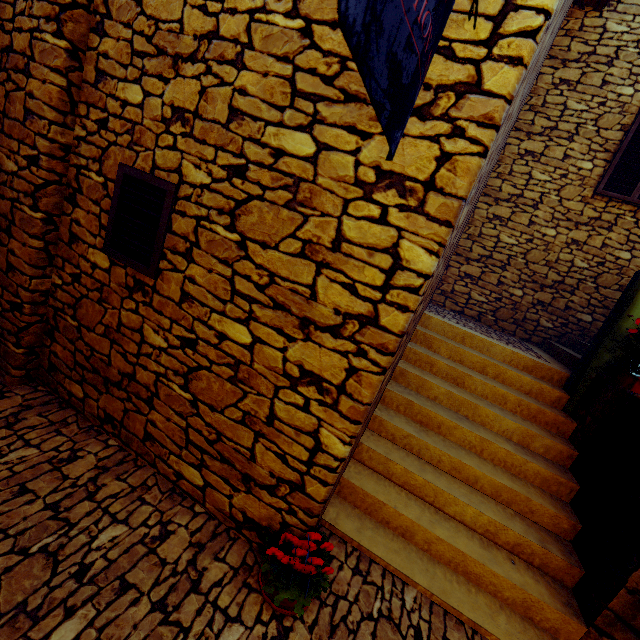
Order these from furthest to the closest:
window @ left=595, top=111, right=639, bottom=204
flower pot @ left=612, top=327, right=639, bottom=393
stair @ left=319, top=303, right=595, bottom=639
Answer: window @ left=595, top=111, right=639, bottom=204 < flower pot @ left=612, top=327, right=639, bottom=393 < stair @ left=319, top=303, right=595, bottom=639

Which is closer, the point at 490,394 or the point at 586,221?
the point at 490,394

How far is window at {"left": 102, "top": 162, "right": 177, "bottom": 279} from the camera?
2.3 meters

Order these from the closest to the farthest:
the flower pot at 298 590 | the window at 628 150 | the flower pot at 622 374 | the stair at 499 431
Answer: the flower pot at 298 590, the stair at 499 431, the flower pot at 622 374, the window at 628 150

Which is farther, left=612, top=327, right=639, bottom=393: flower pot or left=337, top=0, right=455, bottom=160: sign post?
left=612, top=327, right=639, bottom=393: flower pot

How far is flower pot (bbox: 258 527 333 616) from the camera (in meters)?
1.97

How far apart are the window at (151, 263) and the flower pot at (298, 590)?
2.0m

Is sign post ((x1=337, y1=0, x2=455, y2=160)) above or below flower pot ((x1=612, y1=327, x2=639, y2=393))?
above
